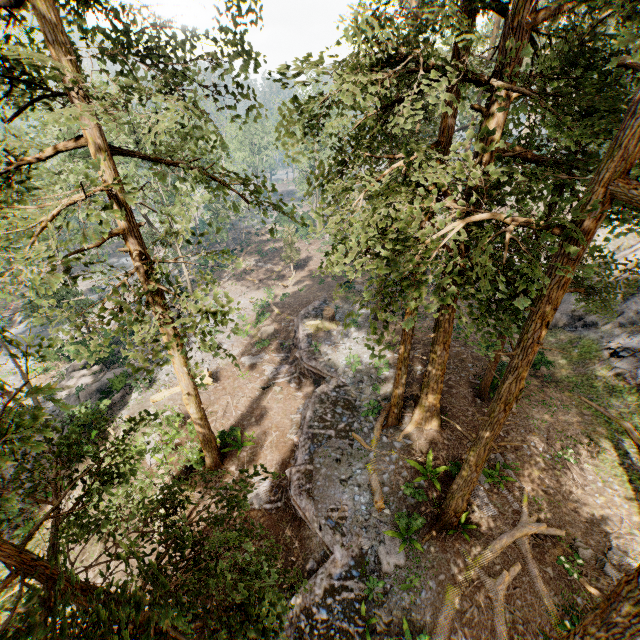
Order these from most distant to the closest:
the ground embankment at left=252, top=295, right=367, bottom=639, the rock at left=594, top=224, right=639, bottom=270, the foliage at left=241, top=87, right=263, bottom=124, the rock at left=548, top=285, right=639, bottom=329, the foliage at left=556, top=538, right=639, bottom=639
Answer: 1. the rock at left=594, top=224, right=639, bottom=270
2. the rock at left=548, top=285, right=639, bottom=329
3. the ground embankment at left=252, top=295, right=367, bottom=639
4. the foliage at left=241, top=87, right=263, bottom=124
5. the foliage at left=556, top=538, right=639, bottom=639

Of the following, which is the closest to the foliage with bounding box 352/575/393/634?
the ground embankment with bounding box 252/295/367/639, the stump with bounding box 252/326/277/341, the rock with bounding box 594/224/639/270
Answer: the ground embankment with bounding box 252/295/367/639

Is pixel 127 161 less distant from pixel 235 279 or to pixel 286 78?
pixel 235 279

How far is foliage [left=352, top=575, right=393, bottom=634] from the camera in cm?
1079

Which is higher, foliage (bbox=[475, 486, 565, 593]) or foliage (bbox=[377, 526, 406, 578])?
foliage (bbox=[475, 486, 565, 593])

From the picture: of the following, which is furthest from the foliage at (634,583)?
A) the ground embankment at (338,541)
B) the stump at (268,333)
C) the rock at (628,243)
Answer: the stump at (268,333)

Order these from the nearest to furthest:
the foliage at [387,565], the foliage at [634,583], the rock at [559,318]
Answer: the foliage at [634,583], the foliage at [387,565], the rock at [559,318]
